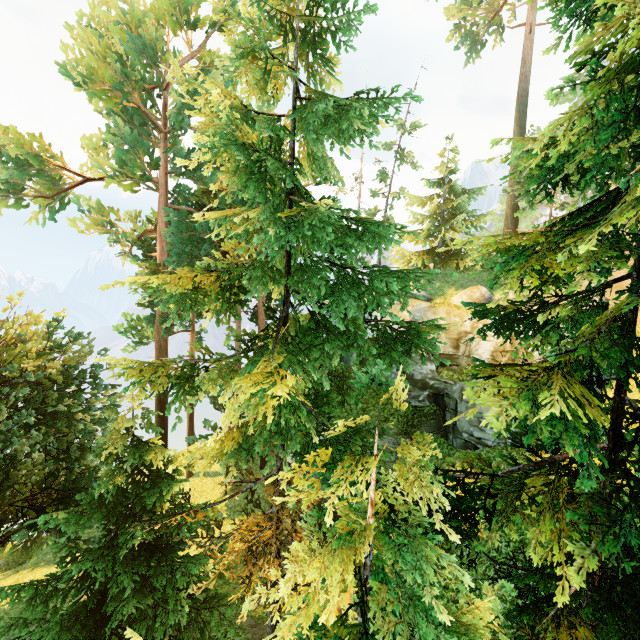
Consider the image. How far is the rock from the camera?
16.8 meters

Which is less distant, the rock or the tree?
the tree

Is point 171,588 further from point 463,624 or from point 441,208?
point 441,208

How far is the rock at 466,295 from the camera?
16.8m

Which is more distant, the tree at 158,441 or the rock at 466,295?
the rock at 466,295
